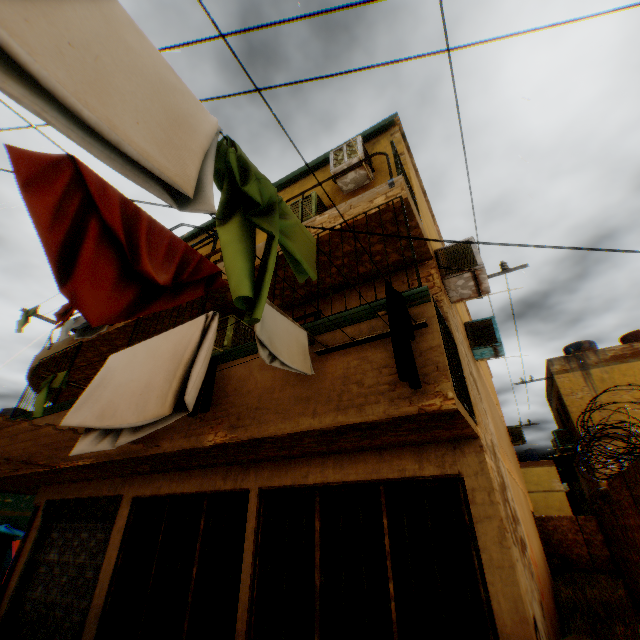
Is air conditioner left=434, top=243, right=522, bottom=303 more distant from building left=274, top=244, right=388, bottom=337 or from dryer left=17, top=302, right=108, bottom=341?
dryer left=17, top=302, right=108, bottom=341

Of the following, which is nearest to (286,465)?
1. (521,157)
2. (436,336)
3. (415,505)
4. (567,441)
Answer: (415,505)

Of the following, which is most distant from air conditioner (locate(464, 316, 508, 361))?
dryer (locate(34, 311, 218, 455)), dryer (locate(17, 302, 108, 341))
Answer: dryer (locate(17, 302, 108, 341))

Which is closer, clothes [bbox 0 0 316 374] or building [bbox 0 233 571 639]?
clothes [bbox 0 0 316 374]

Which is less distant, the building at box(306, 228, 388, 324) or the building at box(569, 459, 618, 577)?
the building at box(306, 228, 388, 324)

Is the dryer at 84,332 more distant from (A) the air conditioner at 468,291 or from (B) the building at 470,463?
(A) the air conditioner at 468,291

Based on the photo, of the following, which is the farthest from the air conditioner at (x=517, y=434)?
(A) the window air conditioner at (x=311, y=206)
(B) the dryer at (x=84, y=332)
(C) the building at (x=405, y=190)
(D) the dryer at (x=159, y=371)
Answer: (B) the dryer at (x=84, y=332)

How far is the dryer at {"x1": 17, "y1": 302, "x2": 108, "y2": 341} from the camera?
6.7m
